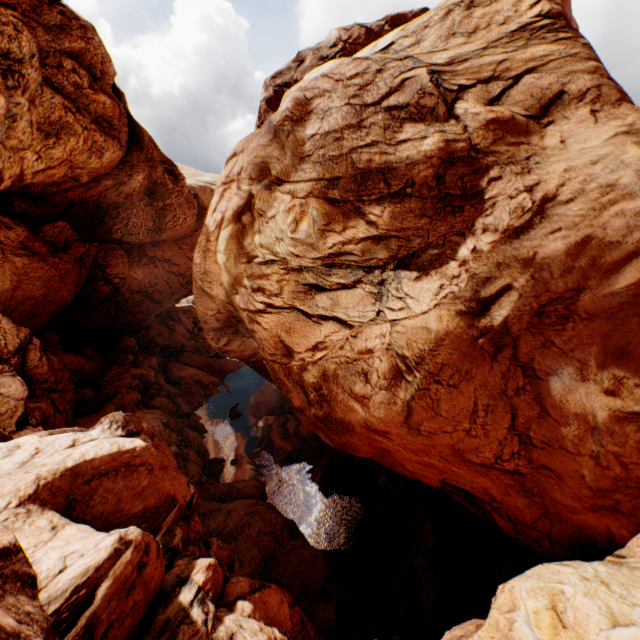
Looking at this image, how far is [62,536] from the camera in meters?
7.0 m
